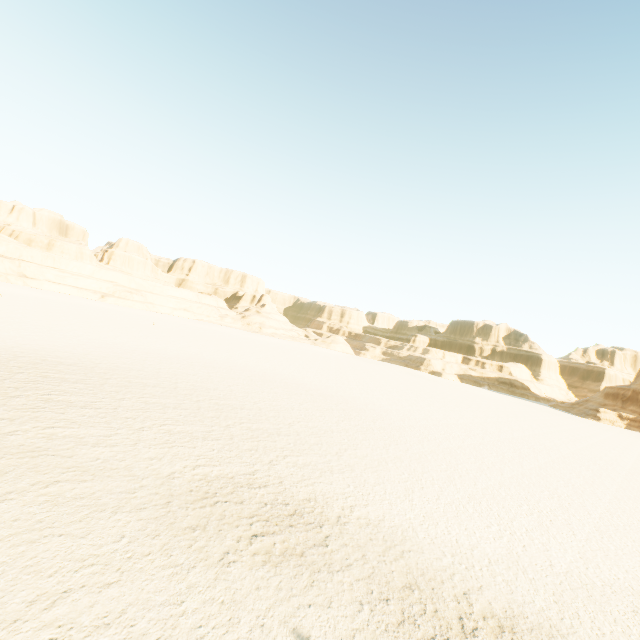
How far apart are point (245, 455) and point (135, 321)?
48.04m
